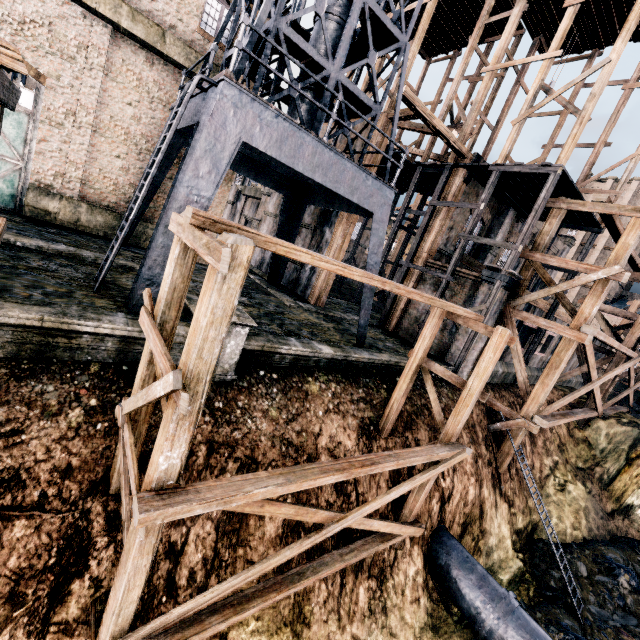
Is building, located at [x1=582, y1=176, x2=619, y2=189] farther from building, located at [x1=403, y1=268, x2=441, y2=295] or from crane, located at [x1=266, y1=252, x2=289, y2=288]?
crane, located at [x1=266, y1=252, x2=289, y2=288]

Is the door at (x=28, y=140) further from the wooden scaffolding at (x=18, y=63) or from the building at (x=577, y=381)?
the wooden scaffolding at (x=18, y=63)

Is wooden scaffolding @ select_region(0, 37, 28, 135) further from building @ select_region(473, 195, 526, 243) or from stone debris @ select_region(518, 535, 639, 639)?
building @ select_region(473, 195, 526, 243)

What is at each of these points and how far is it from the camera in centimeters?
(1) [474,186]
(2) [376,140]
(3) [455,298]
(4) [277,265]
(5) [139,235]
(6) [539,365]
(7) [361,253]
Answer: (1) building, 2030cm
(2) building, 1798cm
(3) building, 1848cm
(4) crane, 2059cm
(5) building, 1717cm
(6) building, 2561cm
(7) building, 5272cm

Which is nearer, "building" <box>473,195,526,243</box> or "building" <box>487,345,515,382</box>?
"building" <box>487,345,515,382</box>

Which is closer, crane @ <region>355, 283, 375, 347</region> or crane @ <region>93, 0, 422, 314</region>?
crane @ <region>93, 0, 422, 314</region>

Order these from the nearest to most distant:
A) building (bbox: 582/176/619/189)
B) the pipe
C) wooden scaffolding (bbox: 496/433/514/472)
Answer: the pipe
wooden scaffolding (bbox: 496/433/514/472)
building (bbox: 582/176/619/189)

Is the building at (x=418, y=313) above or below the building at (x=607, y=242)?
below
